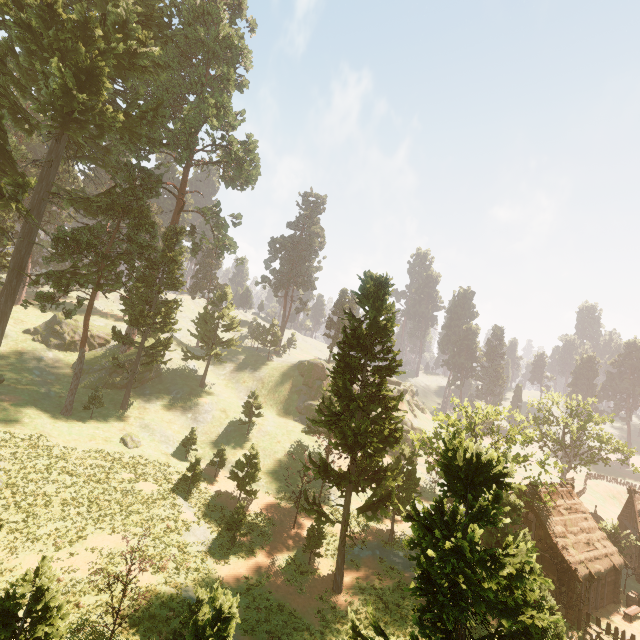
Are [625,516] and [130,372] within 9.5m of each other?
no

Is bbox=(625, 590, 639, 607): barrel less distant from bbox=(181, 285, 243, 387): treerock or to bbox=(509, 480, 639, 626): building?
bbox=(509, 480, 639, 626): building

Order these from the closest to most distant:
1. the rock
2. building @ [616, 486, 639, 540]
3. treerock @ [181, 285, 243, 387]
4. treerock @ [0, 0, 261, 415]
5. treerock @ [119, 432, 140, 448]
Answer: treerock @ [0, 0, 261, 415]
building @ [616, 486, 639, 540]
treerock @ [119, 432, 140, 448]
treerock @ [181, 285, 243, 387]
the rock

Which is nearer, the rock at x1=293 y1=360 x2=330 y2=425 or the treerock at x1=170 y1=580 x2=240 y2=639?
the treerock at x1=170 y1=580 x2=240 y2=639

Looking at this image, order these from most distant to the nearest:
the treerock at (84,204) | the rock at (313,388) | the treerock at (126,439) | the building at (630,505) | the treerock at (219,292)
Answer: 1. the rock at (313,388)
2. the treerock at (219,292)
3. the treerock at (126,439)
4. the building at (630,505)
5. the treerock at (84,204)

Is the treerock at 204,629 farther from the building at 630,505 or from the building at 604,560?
the building at 604,560

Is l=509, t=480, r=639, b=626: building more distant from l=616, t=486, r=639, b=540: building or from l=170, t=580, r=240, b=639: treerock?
l=616, t=486, r=639, b=540: building
